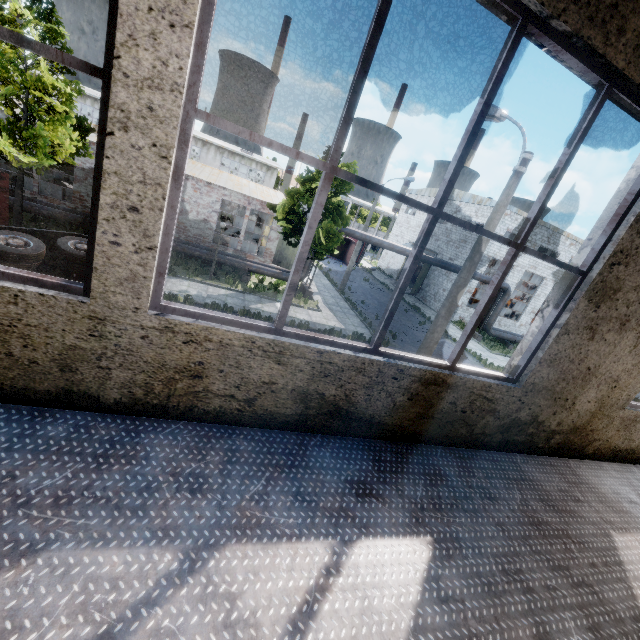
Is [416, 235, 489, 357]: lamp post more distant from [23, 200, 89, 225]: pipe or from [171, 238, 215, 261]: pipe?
[23, 200, 89, 225]: pipe

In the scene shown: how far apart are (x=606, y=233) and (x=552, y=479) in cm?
282

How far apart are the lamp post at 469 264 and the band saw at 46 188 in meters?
23.5

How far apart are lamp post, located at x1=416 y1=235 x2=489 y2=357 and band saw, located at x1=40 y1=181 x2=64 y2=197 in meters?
23.5 m

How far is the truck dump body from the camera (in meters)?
39.86

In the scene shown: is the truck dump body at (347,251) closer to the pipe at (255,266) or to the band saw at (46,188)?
the pipe at (255,266)

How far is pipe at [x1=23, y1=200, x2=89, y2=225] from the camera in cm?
1658
